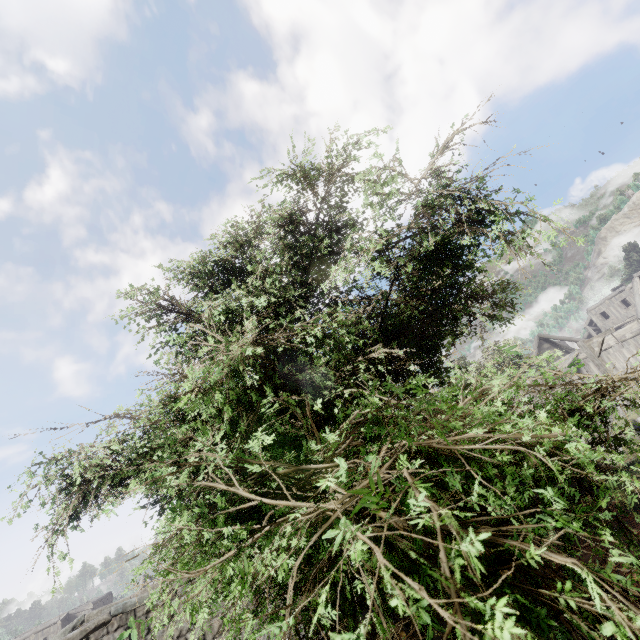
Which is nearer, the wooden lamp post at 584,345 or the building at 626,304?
the wooden lamp post at 584,345

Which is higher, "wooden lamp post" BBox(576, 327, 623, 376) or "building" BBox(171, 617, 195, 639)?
"wooden lamp post" BBox(576, 327, 623, 376)

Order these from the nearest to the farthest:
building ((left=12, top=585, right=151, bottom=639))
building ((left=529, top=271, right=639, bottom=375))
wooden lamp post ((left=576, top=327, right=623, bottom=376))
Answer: building ((left=12, top=585, right=151, bottom=639))
wooden lamp post ((left=576, top=327, right=623, bottom=376))
building ((left=529, top=271, right=639, bottom=375))

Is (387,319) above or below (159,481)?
above

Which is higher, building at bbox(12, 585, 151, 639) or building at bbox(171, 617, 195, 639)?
building at bbox(12, 585, 151, 639)

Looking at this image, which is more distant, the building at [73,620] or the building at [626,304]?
the building at [626,304]

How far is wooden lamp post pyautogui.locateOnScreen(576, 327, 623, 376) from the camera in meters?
13.4

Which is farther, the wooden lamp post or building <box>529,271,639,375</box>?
building <box>529,271,639,375</box>
